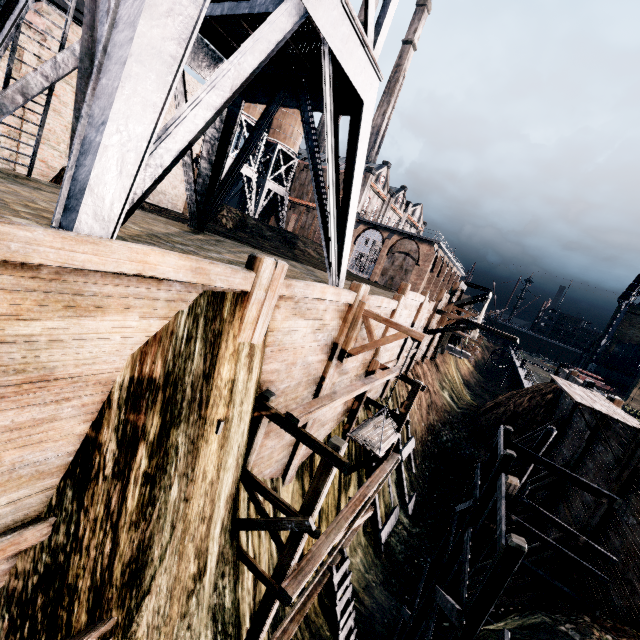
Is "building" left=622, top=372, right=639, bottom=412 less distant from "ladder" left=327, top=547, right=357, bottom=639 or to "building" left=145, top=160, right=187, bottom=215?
"ladder" left=327, top=547, right=357, bottom=639

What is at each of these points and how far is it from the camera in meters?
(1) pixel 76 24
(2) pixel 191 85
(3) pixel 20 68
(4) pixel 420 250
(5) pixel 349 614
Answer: (1) building, 13.9
(2) building, 27.8
(3) building, 13.1
(4) building, 47.2
(5) ladder, 12.4

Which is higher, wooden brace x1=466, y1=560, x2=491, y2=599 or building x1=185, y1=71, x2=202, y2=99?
building x1=185, y1=71, x2=202, y2=99

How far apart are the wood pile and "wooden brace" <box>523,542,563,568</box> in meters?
8.4 m

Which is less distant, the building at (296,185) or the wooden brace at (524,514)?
the wooden brace at (524,514)

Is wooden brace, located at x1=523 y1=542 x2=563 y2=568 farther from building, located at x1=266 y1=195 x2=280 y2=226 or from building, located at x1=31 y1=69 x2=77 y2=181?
building, located at x1=266 y1=195 x2=280 y2=226

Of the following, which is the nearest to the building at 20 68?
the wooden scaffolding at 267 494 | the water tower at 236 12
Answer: the water tower at 236 12

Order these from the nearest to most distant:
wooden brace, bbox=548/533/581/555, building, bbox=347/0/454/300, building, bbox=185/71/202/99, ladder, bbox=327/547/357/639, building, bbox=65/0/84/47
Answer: ladder, bbox=327/547/357/639 → wooden brace, bbox=548/533/581/555 → building, bbox=65/0/84/47 → building, bbox=185/71/202/99 → building, bbox=347/0/454/300
